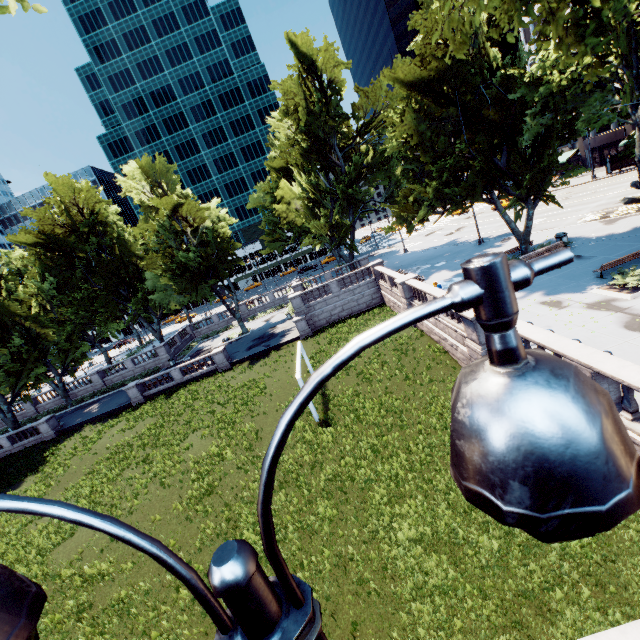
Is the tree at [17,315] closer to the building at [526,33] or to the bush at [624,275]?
the building at [526,33]

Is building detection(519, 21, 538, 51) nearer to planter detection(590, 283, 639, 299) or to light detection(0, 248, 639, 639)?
planter detection(590, 283, 639, 299)

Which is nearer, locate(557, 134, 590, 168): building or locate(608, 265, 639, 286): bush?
locate(608, 265, 639, 286): bush

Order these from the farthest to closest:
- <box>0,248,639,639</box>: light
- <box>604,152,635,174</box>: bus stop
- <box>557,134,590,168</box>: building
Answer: <box>557,134,590,168</box>: building, <box>604,152,635,174</box>: bus stop, <box>0,248,639,639</box>: light

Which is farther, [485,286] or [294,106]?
[294,106]

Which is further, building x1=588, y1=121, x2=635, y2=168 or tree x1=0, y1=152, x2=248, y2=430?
building x1=588, y1=121, x2=635, y2=168

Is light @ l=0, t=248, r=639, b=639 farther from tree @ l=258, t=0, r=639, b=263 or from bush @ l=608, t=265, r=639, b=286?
bush @ l=608, t=265, r=639, b=286

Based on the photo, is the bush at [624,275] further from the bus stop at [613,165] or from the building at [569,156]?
the building at [569,156]
